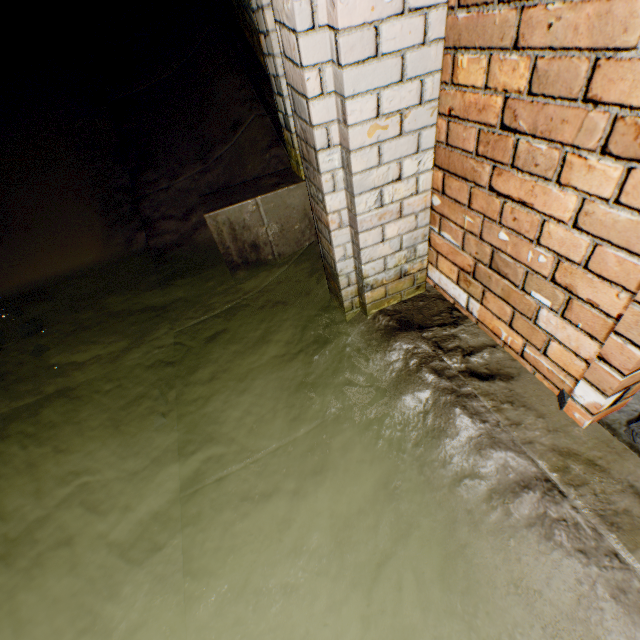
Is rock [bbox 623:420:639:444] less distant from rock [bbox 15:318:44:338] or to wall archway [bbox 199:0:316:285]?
wall archway [bbox 199:0:316:285]

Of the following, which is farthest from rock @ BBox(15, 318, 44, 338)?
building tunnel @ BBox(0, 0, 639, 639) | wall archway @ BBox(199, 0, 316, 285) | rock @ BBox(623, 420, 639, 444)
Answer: rock @ BBox(623, 420, 639, 444)

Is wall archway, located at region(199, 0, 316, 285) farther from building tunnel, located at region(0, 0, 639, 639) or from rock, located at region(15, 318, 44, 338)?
rock, located at region(15, 318, 44, 338)

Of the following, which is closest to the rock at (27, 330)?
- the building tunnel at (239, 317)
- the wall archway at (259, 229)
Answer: the building tunnel at (239, 317)

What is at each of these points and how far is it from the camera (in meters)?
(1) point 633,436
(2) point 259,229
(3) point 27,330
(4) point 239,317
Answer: (1) rock, 1.04
(2) wall archway, 2.15
(3) rock, 2.51
(4) building tunnel, 2.36

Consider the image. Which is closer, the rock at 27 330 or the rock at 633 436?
the rock at 633 436

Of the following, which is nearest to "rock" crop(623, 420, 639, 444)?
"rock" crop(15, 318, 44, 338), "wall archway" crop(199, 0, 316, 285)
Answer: "wall archway" crop(199, 0, 316, 285)

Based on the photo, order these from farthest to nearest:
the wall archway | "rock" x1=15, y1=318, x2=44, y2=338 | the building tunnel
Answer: "rock" x1=15, y1=318, x2=44, y2=338 < the wall archway < the building tunnel
